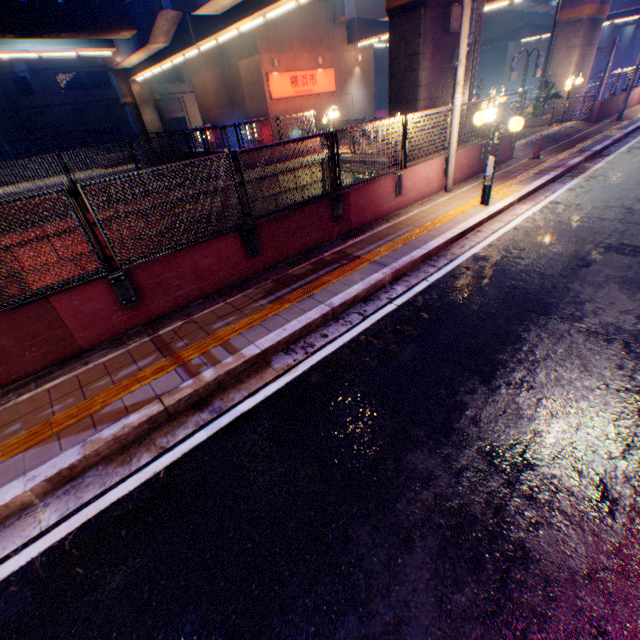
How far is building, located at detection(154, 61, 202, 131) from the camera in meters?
39.6

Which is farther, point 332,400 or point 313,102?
point 313,102

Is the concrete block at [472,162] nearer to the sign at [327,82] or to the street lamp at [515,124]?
the street lamp at [515,124]

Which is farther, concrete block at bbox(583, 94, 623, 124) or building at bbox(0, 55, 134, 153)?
building at bbox(0, 55, 134, 153)

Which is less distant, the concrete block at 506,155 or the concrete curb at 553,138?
the concrete block at 506,155

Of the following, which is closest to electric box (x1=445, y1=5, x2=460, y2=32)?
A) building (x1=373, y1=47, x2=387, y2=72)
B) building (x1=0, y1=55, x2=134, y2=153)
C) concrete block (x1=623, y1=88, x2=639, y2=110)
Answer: concrete block (x1=623, y1=88, x2=639, y2=110)

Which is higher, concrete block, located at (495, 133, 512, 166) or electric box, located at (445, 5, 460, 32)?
electric box, located at (445, 5, 460, 32)

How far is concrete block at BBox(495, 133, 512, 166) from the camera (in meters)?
11.45
